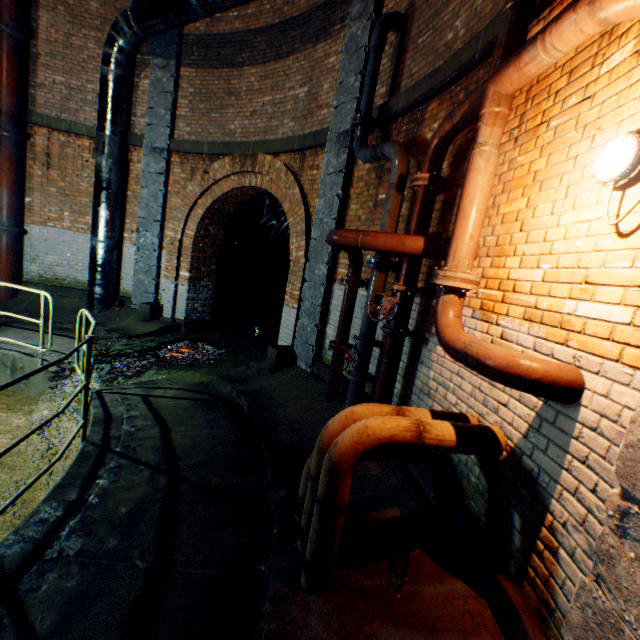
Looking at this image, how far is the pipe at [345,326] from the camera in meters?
4.7 m

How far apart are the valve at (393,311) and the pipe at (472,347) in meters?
0.7 m

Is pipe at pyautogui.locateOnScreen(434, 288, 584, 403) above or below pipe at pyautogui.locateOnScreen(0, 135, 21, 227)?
below

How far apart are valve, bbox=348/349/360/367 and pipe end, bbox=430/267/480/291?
1.7m

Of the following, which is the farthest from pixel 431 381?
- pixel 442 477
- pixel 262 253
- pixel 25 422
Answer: pixel 262 253

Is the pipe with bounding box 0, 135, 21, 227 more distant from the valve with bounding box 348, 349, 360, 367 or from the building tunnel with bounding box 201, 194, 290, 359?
the valve with bounding box 348, 349, 360, 367

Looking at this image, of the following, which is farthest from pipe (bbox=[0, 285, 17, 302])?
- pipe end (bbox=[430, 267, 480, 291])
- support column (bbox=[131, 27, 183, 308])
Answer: pipe end (bbox=[430, 267, 480, 291])

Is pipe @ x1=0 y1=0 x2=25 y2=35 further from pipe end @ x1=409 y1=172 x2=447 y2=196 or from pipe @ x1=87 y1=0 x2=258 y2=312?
pipe end @ x1=409 y1=172 x2=447 y2=196
